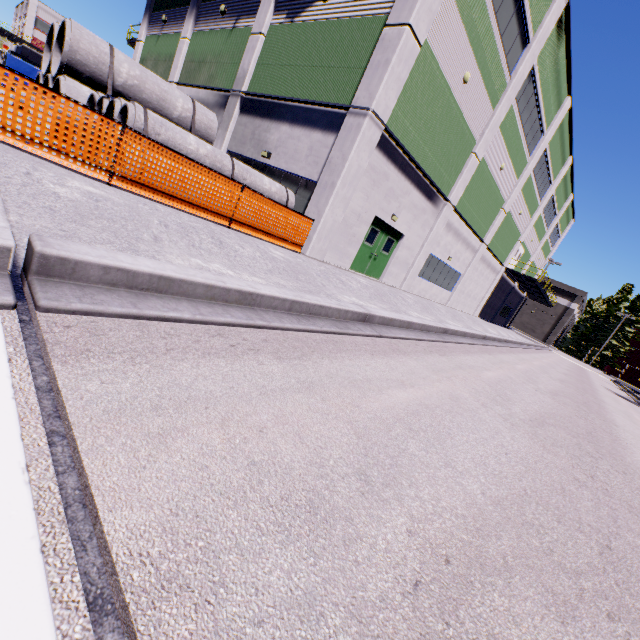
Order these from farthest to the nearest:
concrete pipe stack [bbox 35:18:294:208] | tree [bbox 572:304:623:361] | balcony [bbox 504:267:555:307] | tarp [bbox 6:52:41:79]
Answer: tree [bbox 572:304:623:361], tarp [bbox 6:52:41:79], balcony [bbox 504:267:555:307], concrete pipe stack [bbox 35:18:294:208]

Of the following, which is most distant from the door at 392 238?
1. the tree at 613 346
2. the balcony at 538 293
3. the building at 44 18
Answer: the tree at 613 346

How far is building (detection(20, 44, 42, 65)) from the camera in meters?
57.1 m

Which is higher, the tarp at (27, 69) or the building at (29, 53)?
the building at (29, 53)

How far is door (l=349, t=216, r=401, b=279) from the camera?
14.1m

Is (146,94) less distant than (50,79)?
No

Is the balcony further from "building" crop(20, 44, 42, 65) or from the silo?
the silo

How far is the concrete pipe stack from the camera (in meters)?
8.16
